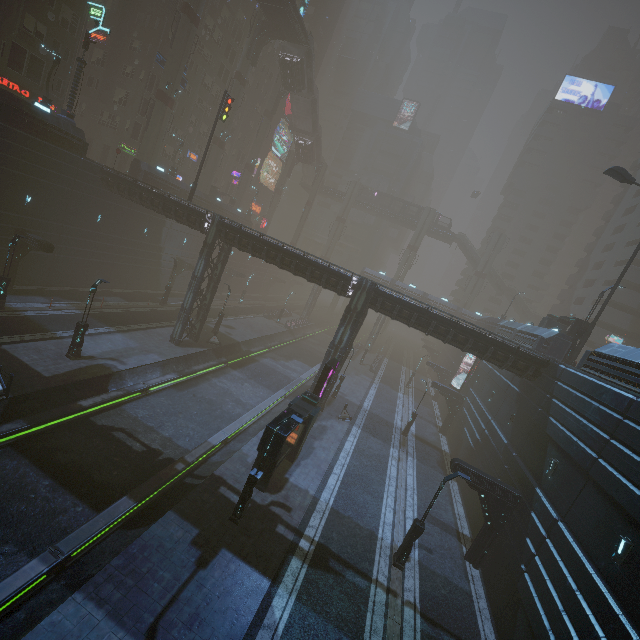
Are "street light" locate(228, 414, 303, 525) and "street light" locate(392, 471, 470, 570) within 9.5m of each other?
yes

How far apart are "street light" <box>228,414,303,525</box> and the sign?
7.35m

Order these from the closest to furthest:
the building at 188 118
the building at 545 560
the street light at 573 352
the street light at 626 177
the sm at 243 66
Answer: the building at 545 560
the street light at 626 177
the street light at 573 352
the building at 188 118
the sm at 243 66

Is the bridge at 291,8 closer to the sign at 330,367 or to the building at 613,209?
the building at 613,209

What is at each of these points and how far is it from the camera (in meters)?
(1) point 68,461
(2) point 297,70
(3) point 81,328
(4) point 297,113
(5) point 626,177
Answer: (1) train rail, 14.89
(2) bridge, 47.62
(3) street light, 20.06
(4) stairs, 56.38
(5) street light, 22.50

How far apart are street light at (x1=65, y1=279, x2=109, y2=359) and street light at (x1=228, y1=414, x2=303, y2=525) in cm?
1431

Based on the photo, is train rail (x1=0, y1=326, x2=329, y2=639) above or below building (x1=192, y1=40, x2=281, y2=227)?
below

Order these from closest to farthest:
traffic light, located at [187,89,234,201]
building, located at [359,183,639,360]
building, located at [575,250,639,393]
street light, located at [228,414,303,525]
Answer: street light, located at [228,414,303,525] < building, located at [575,250,639,393] < building, located at [359,183,639,360] < traffic light, located at [187,89,234,201]
